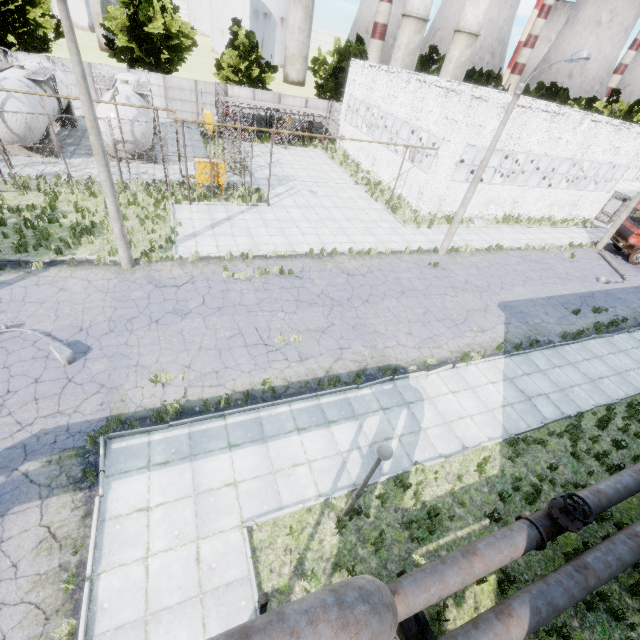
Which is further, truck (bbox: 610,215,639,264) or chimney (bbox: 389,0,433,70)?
chimney (bbox: 389,0,433,70)

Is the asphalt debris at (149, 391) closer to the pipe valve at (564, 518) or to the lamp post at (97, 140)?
the lamp post at (97, 140)

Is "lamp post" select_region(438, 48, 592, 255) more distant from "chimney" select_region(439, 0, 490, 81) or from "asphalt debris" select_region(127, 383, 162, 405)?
"chimney" select_region(439, 0, 490, 81)

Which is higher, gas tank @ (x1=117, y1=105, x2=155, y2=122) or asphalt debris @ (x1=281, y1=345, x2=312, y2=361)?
gas tank @ (x1=117, y1=105, x2=155, y2=122)

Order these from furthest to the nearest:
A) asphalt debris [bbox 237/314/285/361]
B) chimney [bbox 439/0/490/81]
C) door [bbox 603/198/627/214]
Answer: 1. chimney [bbox 439/0/490/81]
2. door [bbox 603/198/627/214]
3. asphalt debris [bbox 237/314/285/361]

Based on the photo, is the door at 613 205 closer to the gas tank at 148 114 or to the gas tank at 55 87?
the gas tank at 148 114

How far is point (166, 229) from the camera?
16.9 meters

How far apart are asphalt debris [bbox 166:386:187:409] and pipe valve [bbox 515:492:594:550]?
9.3 meters
